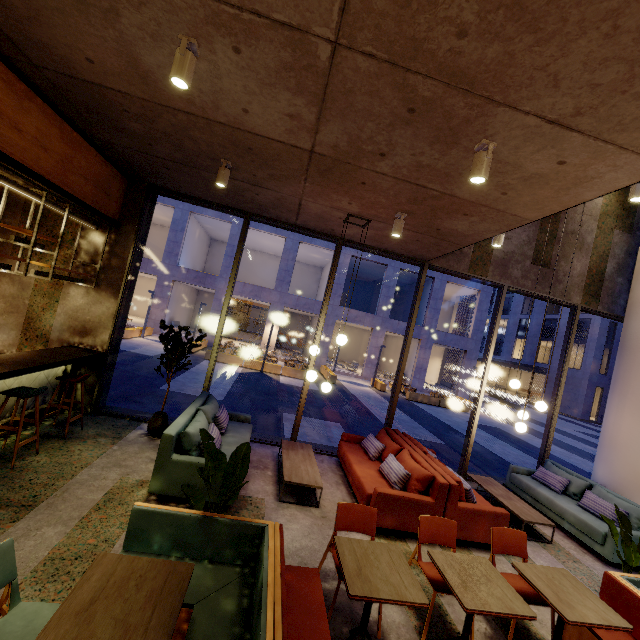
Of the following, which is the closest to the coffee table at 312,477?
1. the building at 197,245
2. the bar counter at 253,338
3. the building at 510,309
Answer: the building at 197,245

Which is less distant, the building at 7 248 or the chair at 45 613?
the chair at 45 613

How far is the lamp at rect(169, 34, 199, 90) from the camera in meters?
2.5 m

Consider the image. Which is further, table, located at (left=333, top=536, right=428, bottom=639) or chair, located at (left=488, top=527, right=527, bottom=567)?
chair, located at (left=488, top=527, right=527, bottom=567)

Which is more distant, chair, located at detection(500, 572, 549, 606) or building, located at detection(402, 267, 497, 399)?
building, located at detection(402, 267, 497, 399)

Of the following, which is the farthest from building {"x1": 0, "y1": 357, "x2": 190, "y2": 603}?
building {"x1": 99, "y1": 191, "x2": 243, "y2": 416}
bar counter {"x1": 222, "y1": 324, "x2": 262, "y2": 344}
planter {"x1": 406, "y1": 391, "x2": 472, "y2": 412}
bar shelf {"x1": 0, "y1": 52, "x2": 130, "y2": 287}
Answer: bar counter {"x1": 222, "y1": 324, "x2": 262, "y2": 344}

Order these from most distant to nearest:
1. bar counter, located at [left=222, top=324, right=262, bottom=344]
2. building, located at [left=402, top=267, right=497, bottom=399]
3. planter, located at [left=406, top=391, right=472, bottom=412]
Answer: bar counter, located at [left=222, top=324, right=262, bottom=344] < building, located at [left=402, top=267, right=497, bottom=399] < planter, located at [left=406, top=391, right=472, bottom=412]

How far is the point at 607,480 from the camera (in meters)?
6.61
